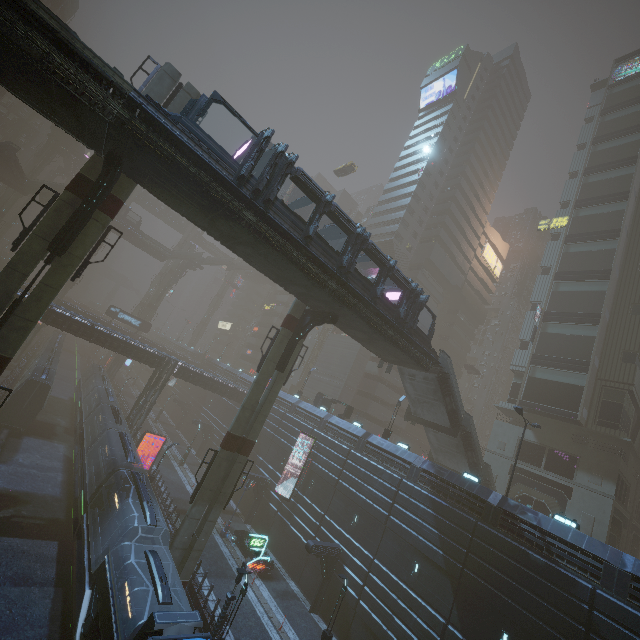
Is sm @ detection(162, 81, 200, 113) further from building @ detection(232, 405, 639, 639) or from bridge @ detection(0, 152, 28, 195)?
bridge @ detection(0, 152, 28, 195)

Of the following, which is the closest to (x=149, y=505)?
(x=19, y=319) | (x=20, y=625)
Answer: (x=20, y=625)

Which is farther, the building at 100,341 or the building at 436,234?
the building at 436,234

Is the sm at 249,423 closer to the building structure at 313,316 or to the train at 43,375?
the building structure at 313,316

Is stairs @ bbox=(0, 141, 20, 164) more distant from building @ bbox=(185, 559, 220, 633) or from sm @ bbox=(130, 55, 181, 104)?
sm @ bbox=(130, 55, 181, 104)

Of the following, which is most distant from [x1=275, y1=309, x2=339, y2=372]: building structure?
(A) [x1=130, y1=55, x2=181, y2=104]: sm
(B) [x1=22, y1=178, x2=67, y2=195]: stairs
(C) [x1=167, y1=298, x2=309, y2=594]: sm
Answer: (B) [x1=22, y1=178, x2=67, y2=195]: stairs

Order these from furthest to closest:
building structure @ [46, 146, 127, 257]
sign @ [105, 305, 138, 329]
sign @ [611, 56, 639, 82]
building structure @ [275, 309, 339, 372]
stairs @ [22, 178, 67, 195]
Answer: sign @ [105, 305, 138, 329] → stairs @ [22, 178, 67, 195] → sign @ [611, 56, 639, 82] → building structure @ [275, 309, 339, 372] → building structure @ [46, 146, 127, 257]

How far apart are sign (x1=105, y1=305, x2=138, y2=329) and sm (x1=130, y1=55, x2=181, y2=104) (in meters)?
47.81
